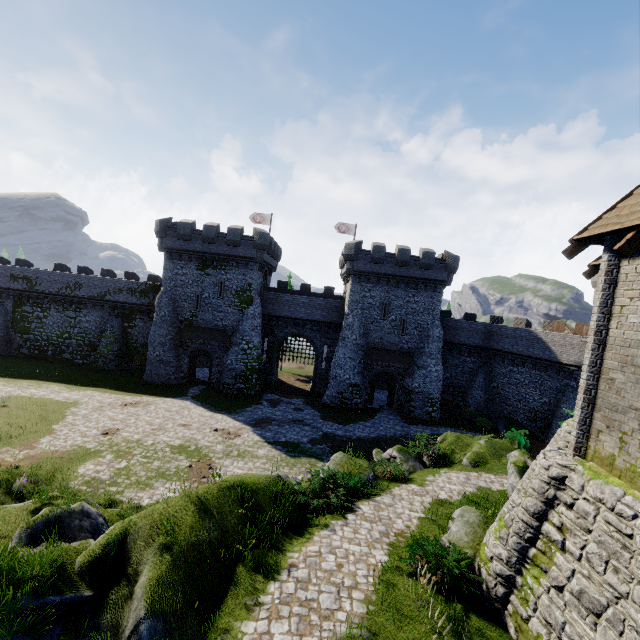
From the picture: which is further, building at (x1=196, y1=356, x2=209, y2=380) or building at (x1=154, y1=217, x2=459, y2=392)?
building at (x1=196, y1=356, x2=209, y2=380)

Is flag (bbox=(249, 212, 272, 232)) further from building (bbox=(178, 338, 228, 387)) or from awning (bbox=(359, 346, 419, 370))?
awning (bbox=(359, 346, 419, 370))

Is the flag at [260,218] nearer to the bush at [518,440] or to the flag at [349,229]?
the flag at [349,229]

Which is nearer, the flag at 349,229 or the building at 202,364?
the building at 202,364

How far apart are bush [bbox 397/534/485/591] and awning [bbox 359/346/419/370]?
22.6 meters

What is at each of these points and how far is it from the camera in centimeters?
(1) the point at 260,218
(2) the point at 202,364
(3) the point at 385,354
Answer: (1) flag, 4212cm
(2) building, 4250cm
(3) awning, 3366cm

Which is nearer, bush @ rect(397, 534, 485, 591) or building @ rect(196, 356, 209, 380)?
bush @ rect(397, 534, 485, 591)

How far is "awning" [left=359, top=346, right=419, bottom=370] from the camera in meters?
33.2 m
